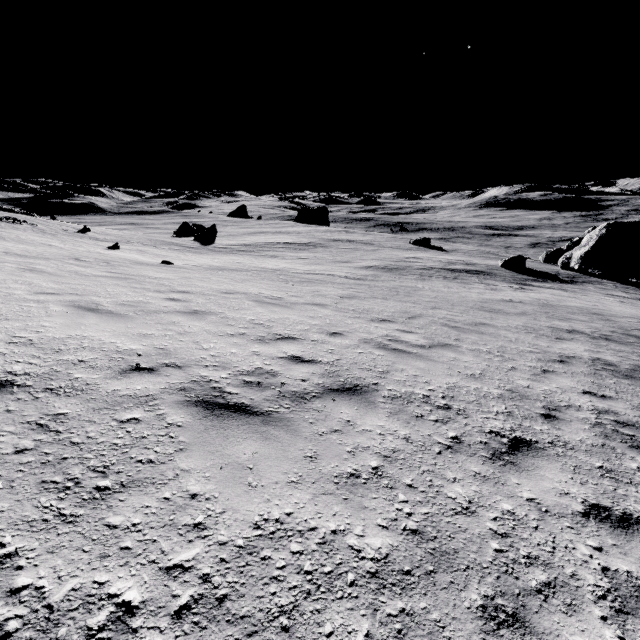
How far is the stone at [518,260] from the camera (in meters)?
30.38

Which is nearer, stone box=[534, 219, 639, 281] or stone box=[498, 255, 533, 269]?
stone box=[534, 219, 639, 281]

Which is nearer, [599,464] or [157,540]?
[157,540]

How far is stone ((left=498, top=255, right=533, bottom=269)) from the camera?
30.4m

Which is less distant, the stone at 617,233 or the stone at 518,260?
the stone at 617,233
